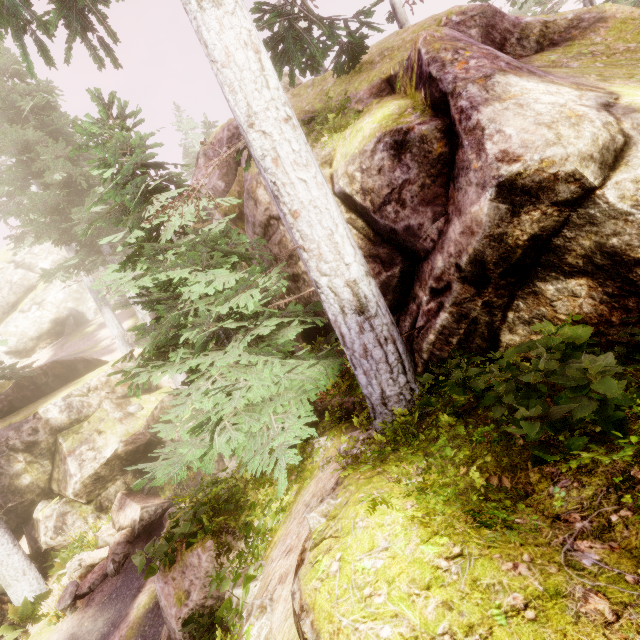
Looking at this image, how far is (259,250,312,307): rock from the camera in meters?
7.5 m

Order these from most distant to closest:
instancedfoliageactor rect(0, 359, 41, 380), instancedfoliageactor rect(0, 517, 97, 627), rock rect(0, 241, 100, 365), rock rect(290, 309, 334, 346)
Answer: rock rect(0, 241, 100, 365)
instancedfoliageactor rect(0, 359, 41, 380)
instancedfoliageactor rect(0, 517, 97, 627)
rock rect(290, 309, 334, 346)

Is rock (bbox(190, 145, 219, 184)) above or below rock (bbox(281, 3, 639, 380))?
above

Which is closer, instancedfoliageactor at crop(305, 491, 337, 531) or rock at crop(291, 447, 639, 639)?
rock at crop(291, 447, 639, 639)

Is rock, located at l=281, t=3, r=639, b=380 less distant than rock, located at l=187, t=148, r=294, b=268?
Yes

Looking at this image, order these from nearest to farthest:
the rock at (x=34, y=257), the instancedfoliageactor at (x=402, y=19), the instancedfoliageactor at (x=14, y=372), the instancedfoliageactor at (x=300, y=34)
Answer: the instancedfoliageactor at (x=300, y=34) → the instancedfoliageactor at (x=402, y=19) → the instancedfoliageactor at (x=14, y=372) → the rock at (x=34, y=257)

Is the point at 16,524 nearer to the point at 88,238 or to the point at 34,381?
the point at 34,381

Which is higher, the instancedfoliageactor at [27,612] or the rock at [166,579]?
the rock at [166,579]
